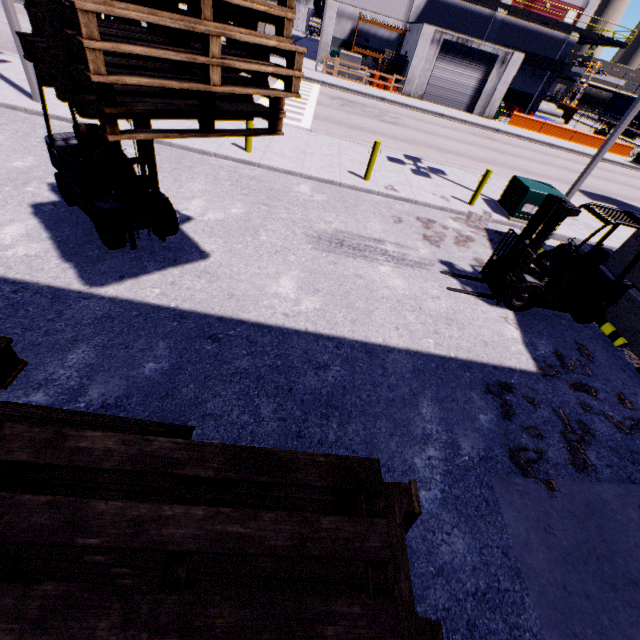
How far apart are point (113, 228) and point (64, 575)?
4.8m

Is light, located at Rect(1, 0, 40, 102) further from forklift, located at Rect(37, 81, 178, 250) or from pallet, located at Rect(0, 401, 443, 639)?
pallet, located at Rect(0, 401, 443, 639)

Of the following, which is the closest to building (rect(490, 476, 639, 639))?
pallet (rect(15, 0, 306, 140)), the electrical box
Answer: pallet (rect(15, 0, 306, 140))

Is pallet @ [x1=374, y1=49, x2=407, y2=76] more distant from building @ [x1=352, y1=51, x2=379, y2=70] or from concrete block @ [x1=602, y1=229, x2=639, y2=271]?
concrete block @ [x1=602, y1=229, x2=639, y2=271]

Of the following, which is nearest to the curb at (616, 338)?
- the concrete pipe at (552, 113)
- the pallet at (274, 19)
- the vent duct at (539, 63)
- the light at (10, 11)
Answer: the pallet at (274, 19)

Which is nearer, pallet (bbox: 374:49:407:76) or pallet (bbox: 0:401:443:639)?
pallet (bbox: 0:401:443:639)

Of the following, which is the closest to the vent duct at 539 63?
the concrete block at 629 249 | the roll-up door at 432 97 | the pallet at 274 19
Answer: the roll-up door at 432 97

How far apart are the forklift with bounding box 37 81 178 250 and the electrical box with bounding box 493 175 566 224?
10.26m
